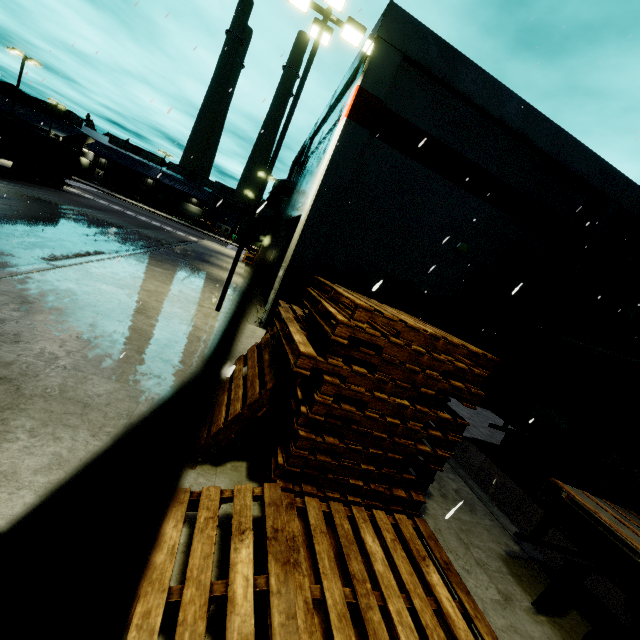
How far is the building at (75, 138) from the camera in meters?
55.3

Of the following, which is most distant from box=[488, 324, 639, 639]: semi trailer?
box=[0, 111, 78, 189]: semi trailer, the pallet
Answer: box=[0, 111, 78, 189]: semi trailer

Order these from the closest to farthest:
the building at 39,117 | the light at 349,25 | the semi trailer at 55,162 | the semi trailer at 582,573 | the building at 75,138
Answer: the semi trailer at 582,573
the light at 349,25
the semi trailer at 55,162
the building at 39,117
the building at 75,138

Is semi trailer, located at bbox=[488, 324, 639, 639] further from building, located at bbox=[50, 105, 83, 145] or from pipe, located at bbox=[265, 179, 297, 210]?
pipe, located at bbox=[265, 179, 297, 210]

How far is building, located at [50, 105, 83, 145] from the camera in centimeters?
5534cm

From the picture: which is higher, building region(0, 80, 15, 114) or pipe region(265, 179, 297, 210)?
building region(0, 80, 15, 114)

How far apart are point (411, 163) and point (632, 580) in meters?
11.4 m

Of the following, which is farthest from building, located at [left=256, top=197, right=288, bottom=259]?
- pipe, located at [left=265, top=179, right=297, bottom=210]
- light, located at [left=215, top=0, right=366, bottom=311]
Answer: light, located at [left=215, top=0, right=366, bottom=311]
